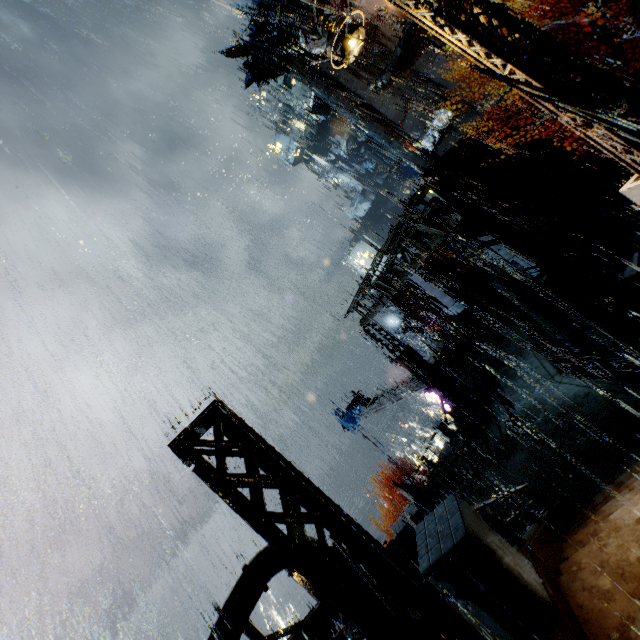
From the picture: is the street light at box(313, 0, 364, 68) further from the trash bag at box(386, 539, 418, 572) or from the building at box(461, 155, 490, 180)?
the trash bag at box(386, 539, 418, 572)

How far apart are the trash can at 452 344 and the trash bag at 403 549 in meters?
10.4 m

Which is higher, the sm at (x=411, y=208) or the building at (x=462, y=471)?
the sm at (x=411, y=208)

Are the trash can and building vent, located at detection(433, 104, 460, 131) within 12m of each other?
no

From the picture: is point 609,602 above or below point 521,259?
above

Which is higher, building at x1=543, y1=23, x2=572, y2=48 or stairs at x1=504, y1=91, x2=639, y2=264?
building at x1=543, y1=23, x2=572, y2=48

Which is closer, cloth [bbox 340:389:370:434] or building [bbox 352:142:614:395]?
building [bbox 352:142:614:395]

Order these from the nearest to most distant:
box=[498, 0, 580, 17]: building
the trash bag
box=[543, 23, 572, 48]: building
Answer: the trash bag
box=[498, 0, 580, 17]: building
box=[543, 23, 572, 48]: building
